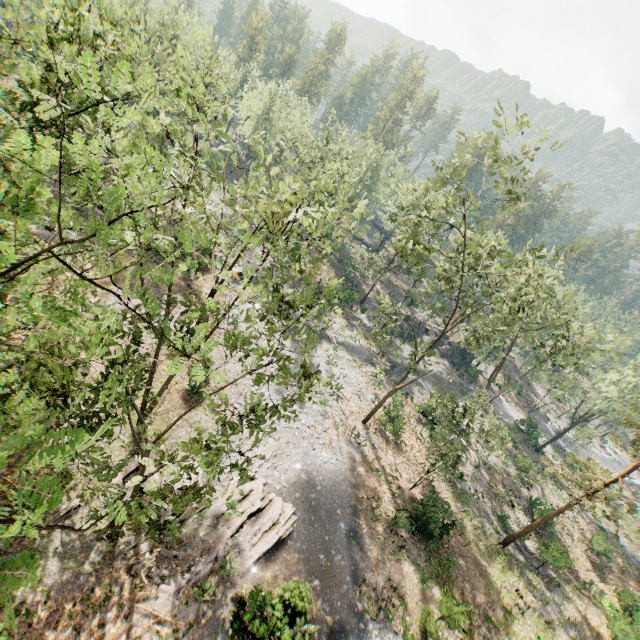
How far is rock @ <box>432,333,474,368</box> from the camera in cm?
5322

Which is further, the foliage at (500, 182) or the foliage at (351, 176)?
the foliage at (500, 182)

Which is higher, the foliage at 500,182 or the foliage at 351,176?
the foliage at 500,182

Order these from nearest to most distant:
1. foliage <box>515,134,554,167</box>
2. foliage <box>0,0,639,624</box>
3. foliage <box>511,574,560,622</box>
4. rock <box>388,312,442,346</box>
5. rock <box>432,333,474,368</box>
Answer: foliage <box>0,0,639,624</box> < foliage <box>515,134,554,167</box> < foliage <box>511,574,560,622</box> < rock <box>388,312,442,346</box> < rock <box>432,333,474,368</box>

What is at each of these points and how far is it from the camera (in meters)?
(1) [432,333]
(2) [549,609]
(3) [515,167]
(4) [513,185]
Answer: (1) rock, 53.72
(2) foliage, 23.42
(3) foliage, 17.83
(4) foliage, 17.14

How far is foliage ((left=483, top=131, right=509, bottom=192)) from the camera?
16.3 meters
